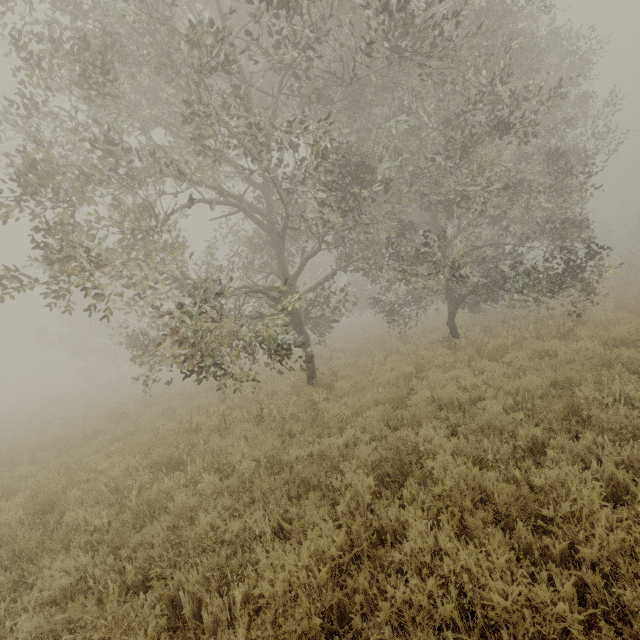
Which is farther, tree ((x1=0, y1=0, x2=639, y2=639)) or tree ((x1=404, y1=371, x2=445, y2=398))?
tree ((x1=404, y1=371, x2=445, y2=398))

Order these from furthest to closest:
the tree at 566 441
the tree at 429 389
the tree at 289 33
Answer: the tree at 429 389 < the tree at 566 441 < the tree at 289 33

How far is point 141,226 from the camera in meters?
7.4

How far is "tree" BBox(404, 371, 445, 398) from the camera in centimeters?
709cm

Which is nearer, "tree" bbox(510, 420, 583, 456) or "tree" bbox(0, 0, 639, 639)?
"tree" bbox(0, 0, 639, 639)

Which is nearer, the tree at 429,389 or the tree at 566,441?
the tree at 566,441

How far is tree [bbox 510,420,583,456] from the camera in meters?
4.4
